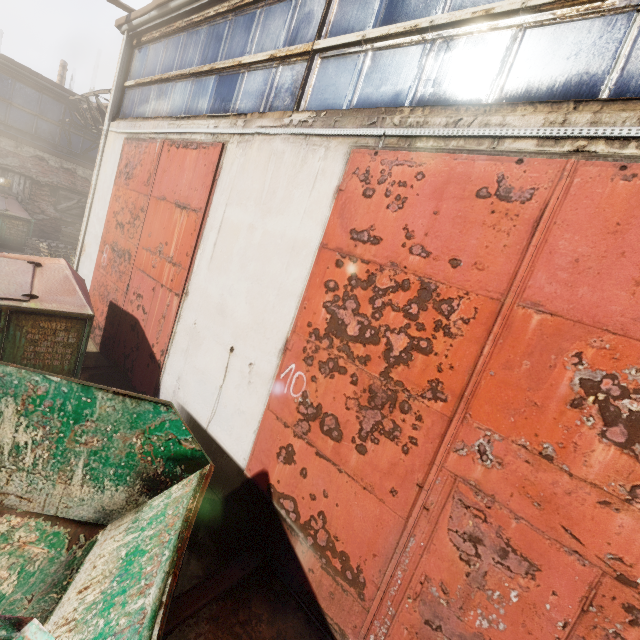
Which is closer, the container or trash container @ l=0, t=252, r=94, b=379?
the container

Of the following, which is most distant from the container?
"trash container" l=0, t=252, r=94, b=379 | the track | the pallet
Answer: the pallet

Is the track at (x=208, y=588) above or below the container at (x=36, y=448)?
below

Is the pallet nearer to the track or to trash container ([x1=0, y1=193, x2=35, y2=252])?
trash container ([x1=0, y1=193, x2=35, y2=252])

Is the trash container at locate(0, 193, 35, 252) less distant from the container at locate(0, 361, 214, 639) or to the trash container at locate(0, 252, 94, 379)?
the trash container at locate(0, 252, 94, 379)

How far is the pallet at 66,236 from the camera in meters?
11.2 m

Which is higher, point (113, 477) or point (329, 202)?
point (329, 202)

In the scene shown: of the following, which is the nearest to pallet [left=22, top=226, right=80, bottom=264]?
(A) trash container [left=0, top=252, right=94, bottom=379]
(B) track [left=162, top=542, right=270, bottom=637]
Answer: (A) trash container [left=0, top=252, right=94, bottom=379]
